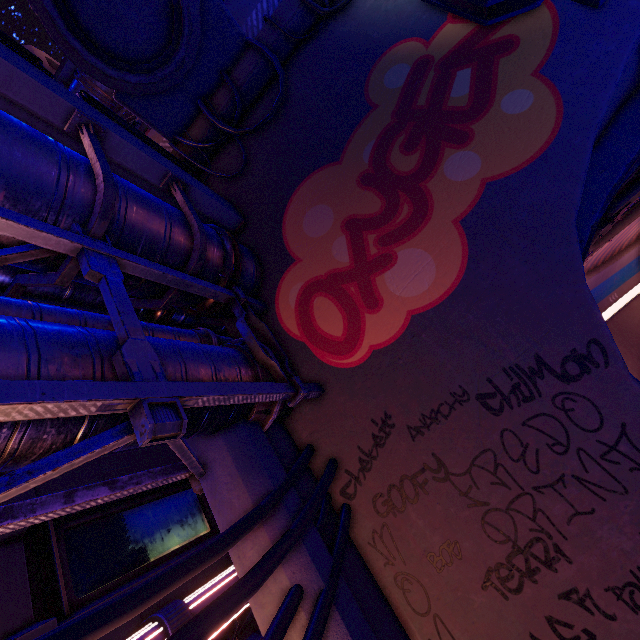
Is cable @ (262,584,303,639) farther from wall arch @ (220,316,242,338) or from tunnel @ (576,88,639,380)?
tunnel @ (576,88,639,380)

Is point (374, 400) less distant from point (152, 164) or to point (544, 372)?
point (544, 372)

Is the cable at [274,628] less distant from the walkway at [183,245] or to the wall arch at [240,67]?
the wall arch at [240,67]

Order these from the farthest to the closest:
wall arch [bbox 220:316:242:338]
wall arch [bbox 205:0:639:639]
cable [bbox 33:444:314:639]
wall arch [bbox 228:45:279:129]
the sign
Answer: wall arch [bbox 228:45:279:129], wall arch [bbox 220:316:242:338], the sign, wall arch [bbox 205:0:639:639], cable [bbox 33:444:314:639]

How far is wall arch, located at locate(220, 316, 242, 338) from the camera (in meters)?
7.09

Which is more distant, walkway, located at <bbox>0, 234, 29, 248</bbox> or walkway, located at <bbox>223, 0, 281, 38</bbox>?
walkway, located at <bbox>223, 0, 281, 38</bbox>

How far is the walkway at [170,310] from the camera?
5.2 meters
